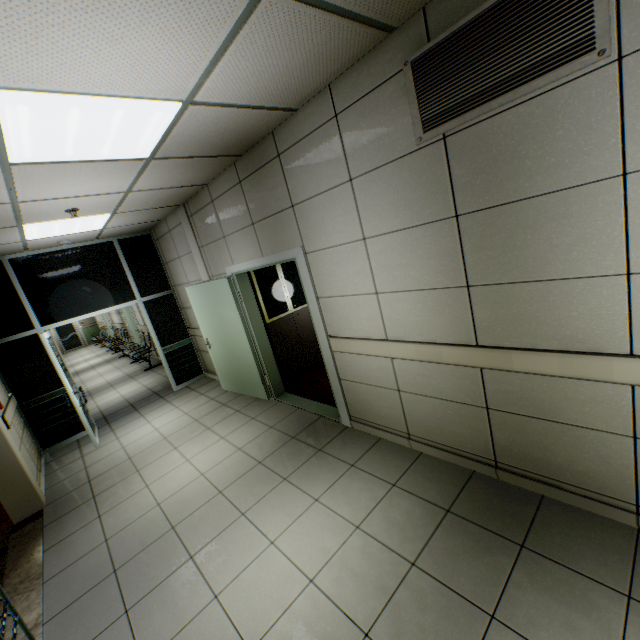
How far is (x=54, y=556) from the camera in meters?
3.1

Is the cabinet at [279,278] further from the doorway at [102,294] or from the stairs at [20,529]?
the stairs at [20,529]

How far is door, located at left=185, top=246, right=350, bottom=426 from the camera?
3.6 meters

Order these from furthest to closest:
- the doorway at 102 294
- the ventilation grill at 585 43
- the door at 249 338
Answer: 1. the doorway at 102 294
2. the door at 249 338
3. the ventilation grill at 585 43

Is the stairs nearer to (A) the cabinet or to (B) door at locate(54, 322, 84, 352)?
(A) the cabinet

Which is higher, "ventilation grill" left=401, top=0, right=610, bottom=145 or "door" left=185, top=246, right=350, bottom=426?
"ventilation grill" left=401, top=0, right=610, bottom=145

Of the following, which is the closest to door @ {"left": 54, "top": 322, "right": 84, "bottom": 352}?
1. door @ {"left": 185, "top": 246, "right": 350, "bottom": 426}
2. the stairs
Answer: door @ {"left": 185, "top": 246, "right": 350, "bottom": 426}

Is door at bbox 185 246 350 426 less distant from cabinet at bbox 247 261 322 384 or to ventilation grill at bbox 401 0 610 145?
cabinet at bbox 247 261 322 384
